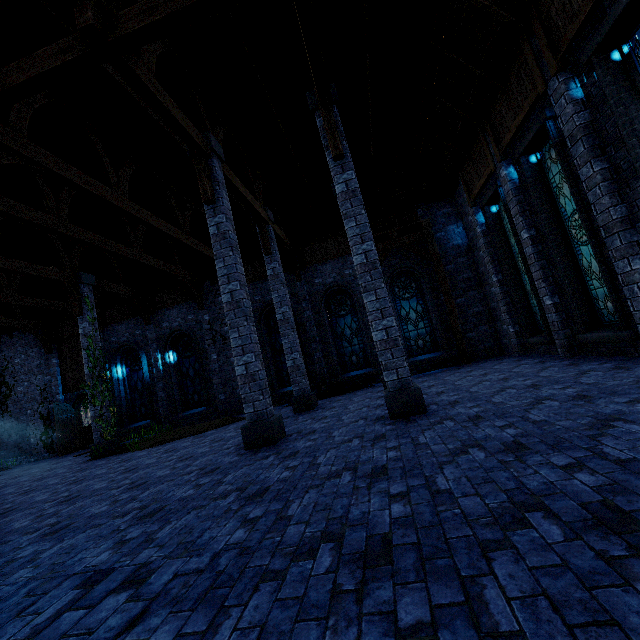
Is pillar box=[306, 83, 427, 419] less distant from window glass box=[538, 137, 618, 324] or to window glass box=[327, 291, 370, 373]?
window glass box=[538, 137, 618, 324]

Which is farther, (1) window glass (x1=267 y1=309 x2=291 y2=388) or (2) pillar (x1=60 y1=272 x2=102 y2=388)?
(1) window glass (x1=267 y1=309 x2=291 y2=388)

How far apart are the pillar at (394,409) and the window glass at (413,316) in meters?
7.4 m

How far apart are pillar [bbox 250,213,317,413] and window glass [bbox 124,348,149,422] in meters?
9.0 m

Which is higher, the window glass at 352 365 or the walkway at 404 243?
the walkway at 404 243

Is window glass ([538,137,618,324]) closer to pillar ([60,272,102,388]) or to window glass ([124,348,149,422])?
pillar ([60,272,102,388])

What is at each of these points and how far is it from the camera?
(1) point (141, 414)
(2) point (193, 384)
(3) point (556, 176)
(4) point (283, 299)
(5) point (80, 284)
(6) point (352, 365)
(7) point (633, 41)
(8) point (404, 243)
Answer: (1) window glass, 16.2 meters
(2) window glass, 15.9 meters
(3) window glass, 7.8 meters
(4) pillar, 11.1 meters
(5) pillar, 12.6 meters
(6) window glass, 14.5 meters
(7) window glass, 5.2 meters
(8) walkway, 13.8 meters

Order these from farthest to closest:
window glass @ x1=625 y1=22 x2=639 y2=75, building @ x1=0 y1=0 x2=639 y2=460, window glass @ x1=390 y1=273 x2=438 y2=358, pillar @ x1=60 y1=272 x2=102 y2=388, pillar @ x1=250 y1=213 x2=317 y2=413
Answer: window glass @ x1=390 y1=273 x2=438 y2=358, pillar @ x1=60 y1=272 x2=102 y2=388, pillar @ x1=250 y1=213 x2=317 y2=413, building @ x1=0 y1=0 x2=639 y2=460, window glass @ x1=625 y1=22 x2=639 y2=75
